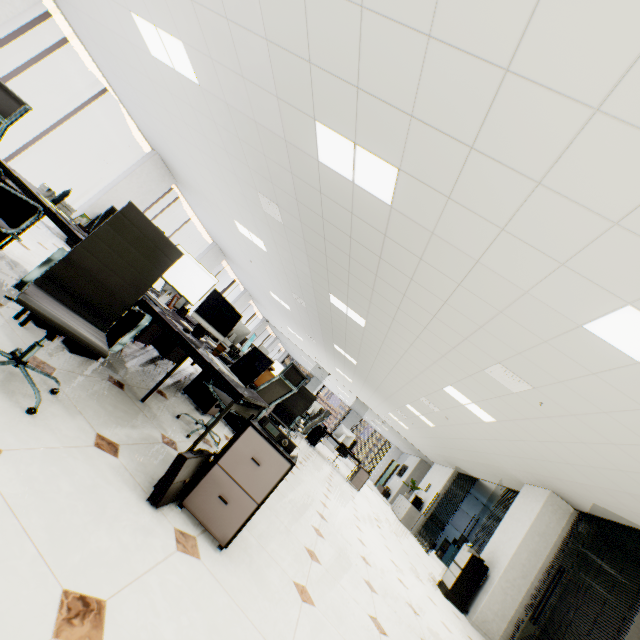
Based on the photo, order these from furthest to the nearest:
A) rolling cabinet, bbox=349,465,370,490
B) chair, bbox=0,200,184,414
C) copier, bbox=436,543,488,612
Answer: rolling cabinet, bbox=349,465,370,490
copier, bbox=436,543,488,612
chair, bbox=0,200,184,414

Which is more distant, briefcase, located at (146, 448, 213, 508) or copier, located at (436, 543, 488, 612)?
copier, located at (436, 543, 488, 612)

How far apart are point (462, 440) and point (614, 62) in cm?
876

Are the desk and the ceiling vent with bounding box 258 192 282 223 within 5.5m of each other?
no

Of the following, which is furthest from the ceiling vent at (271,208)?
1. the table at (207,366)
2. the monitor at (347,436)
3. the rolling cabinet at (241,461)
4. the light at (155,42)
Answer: the monitor at (347,436)

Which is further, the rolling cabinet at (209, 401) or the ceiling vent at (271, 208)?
the ceiling vent at (271, 208)

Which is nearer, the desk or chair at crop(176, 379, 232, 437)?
chair at crop(176, 379, 232, 437)

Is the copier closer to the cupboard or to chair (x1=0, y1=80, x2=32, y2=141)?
the cupboard
